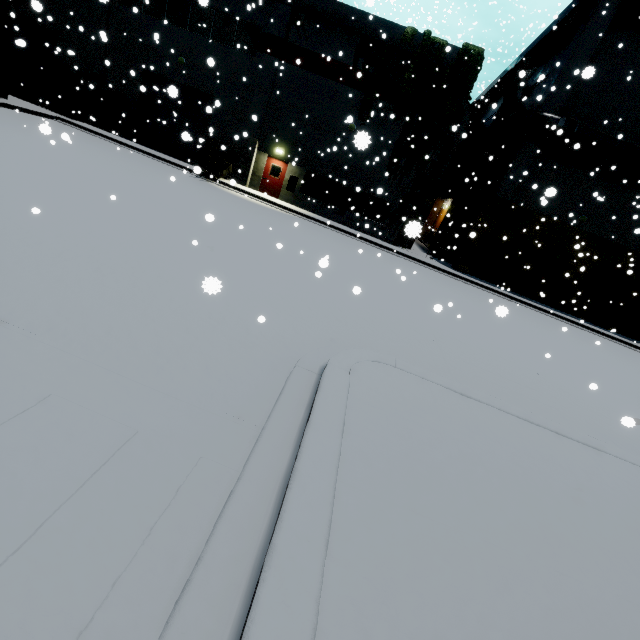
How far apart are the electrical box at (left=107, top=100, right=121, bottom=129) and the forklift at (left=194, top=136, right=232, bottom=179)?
7.4 meters

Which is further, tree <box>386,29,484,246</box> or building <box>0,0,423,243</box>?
building <box>0,0,423,243</box>

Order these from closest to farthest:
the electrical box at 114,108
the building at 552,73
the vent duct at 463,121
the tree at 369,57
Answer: the building at 552,73 < the tree at 369,57 < the vent duct at 463,121 < the electrical box at 114,108

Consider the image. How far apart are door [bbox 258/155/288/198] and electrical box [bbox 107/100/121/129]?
10.34m

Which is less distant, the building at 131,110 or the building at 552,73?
the building at 552,73

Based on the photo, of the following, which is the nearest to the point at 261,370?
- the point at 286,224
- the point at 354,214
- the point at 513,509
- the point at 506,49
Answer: the point at 513,509

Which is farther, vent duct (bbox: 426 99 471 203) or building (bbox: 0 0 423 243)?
vent duct (bbox: 426 99 471 203)

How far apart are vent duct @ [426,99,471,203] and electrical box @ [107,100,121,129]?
20.9m
